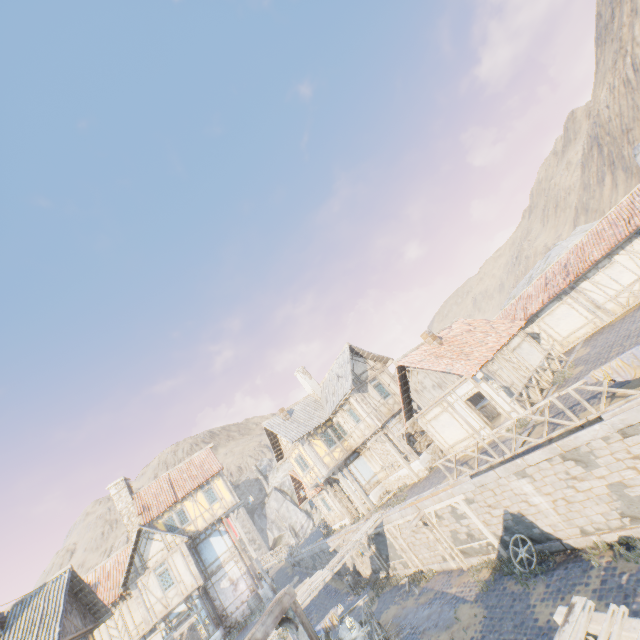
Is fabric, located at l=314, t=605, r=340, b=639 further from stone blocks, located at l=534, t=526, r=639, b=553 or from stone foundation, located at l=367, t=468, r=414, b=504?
A: stone foundation, located at l=367, t=468, r=414, b=504

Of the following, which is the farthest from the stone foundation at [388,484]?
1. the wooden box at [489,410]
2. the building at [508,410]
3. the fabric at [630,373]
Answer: the fabric at [630,373]

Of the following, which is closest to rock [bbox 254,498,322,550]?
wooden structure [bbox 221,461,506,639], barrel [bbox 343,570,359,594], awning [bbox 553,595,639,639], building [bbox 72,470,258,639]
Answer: building [bbox 72,470,258,639]

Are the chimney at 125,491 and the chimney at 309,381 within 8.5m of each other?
no

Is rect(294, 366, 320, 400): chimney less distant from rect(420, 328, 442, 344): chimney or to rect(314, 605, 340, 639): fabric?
rect(420, 328, 442, 344): chimney

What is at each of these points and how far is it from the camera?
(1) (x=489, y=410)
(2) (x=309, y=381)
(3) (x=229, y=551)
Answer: (1) wooden box, 19.8 meters
(2) chimney, 28.7 meters
(3) building, 25.5 meters

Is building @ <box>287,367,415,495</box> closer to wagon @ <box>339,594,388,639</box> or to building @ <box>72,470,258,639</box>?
building @ <box>72,470,258,639</box>

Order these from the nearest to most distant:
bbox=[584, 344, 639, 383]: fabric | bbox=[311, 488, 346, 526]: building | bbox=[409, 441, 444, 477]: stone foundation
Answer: bbox=[584, 344, 639, 383]: fabric → bbox=[409, 441, 444, 477]: stone foundation → bbox=[311, 488, 346, 526]: building
